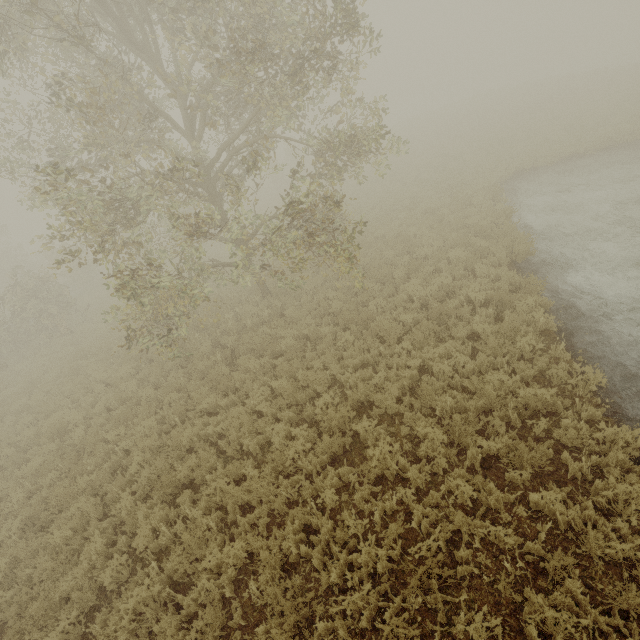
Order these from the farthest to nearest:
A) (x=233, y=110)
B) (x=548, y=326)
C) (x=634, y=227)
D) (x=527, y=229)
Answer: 1. (x=233, y=110)
2. (x=527, y=229)
3. (x=634, y=227)
4. (x=548, y=326)
